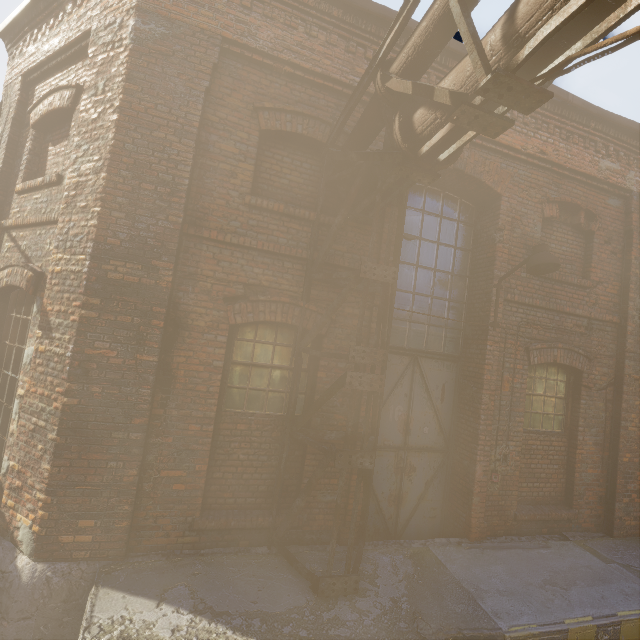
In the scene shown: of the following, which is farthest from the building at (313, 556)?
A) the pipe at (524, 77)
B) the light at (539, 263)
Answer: the light at (539, 263)

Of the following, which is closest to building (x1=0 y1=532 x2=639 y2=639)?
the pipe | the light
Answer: the pipe

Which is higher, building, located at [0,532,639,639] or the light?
the light

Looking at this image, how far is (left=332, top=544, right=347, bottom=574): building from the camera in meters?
3.9

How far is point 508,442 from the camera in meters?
A: 5.4
